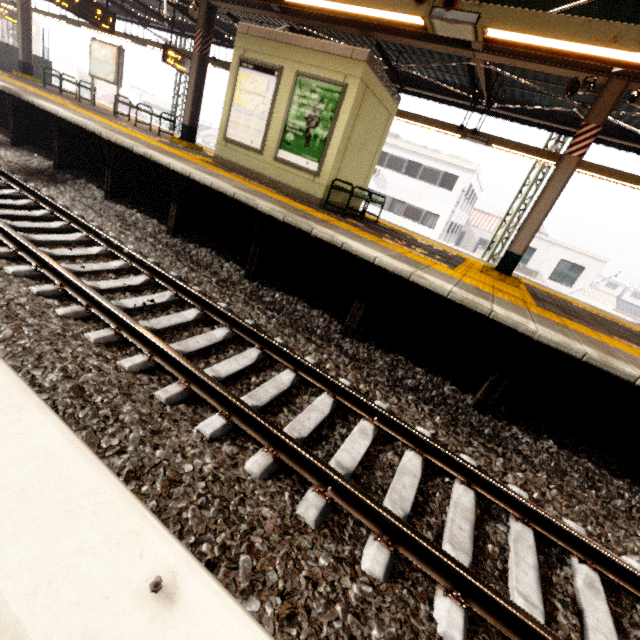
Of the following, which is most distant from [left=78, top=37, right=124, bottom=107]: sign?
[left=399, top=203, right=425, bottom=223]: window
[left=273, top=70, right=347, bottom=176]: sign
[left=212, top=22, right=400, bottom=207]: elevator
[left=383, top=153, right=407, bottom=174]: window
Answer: [left=399, top=203, right=425, bottom=223]: window

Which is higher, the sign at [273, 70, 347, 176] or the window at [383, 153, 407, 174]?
the window at [383, 153, 407, 174]

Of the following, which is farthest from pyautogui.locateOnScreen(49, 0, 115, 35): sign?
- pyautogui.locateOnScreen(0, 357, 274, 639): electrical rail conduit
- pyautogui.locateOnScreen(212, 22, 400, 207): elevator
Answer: pyautogui.locateOnScreen(0, 357, 274, 639): electrical rail conduit

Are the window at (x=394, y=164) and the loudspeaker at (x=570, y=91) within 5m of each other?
no

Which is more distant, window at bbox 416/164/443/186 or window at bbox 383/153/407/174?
window at bbox 383/153/407/174

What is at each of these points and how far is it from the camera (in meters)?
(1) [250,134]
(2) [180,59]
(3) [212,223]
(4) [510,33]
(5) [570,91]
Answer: (1) sign, 7.66
(2) sign, 11.18
(3) platform underside, 6.23
(4) awning structure, 3.79
(5) loudspeaker, 5.63

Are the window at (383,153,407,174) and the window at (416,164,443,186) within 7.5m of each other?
yes

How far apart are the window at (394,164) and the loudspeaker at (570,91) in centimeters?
2182cm
